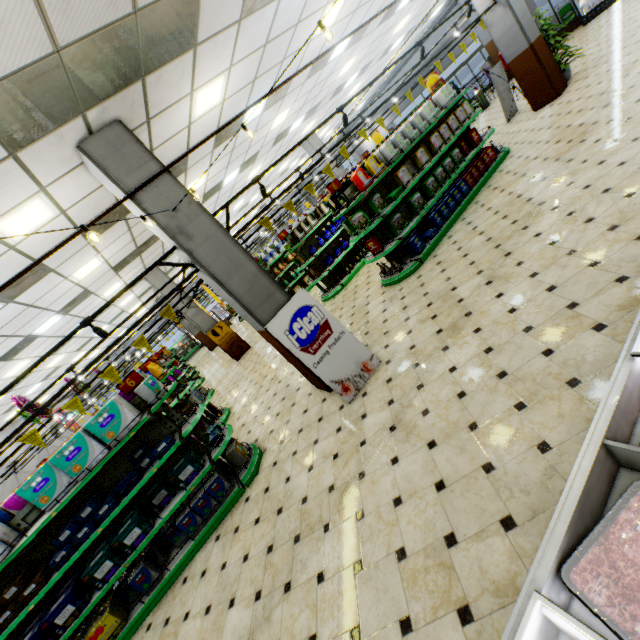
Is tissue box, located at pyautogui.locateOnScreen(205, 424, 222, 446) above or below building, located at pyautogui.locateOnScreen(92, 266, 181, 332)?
below

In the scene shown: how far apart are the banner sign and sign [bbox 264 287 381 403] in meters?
3.1

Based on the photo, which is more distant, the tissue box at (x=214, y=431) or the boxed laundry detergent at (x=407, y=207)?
the boxed laundry detergent at (x=407, y=207)

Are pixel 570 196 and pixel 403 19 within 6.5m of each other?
no

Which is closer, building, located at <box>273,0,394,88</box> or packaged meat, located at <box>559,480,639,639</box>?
packaged meat, located at <box>559,480,639,639</box>

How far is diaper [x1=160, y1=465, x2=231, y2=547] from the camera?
4.8 meters

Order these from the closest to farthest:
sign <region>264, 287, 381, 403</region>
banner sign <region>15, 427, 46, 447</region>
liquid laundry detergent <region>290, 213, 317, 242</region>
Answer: banner sign <region>15, 427, 46, 447</region> < sign <region>264, 287, 381, 403</region> < liquid laundry detergent <region>290, 213, 317, 242</region>

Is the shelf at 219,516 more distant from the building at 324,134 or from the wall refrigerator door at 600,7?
the wall refrigerator door at 600,7
